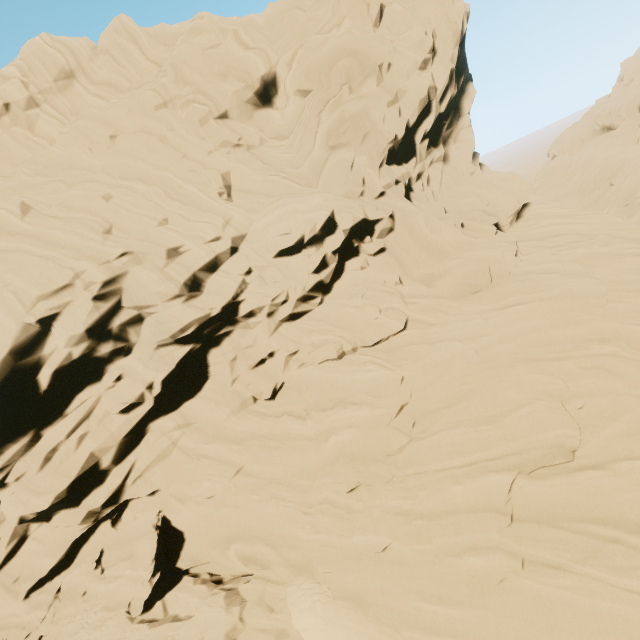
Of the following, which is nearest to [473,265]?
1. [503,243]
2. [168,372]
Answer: [503,243]
